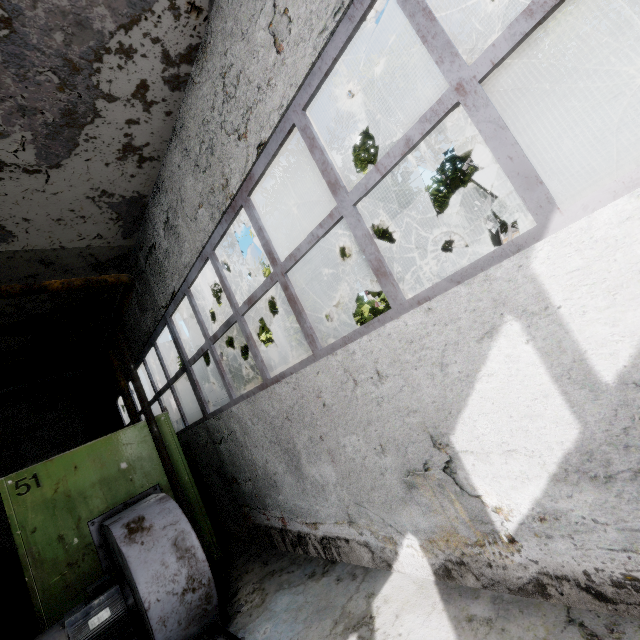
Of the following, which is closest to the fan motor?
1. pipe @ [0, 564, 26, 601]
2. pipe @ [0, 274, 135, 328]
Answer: pipe @ [0, 274, 135, 328]

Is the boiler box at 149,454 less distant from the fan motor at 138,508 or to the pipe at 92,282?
the fan motor at 138,508

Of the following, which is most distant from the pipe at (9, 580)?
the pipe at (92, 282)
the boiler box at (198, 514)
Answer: the boiler box at (198, 514)

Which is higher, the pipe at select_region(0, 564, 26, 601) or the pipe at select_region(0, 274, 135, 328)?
the pipe at select_region(0, 274, 135, 328)

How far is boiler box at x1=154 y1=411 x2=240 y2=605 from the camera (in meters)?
4.87

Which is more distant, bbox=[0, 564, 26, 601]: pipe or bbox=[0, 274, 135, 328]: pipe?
bbox=[0, 564, 26, 601]: pipe

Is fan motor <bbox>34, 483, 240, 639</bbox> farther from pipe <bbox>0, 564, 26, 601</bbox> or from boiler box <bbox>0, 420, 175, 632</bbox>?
pipe <bbox>0, 564, 26, 601</bbox>

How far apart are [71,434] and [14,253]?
9.2m
